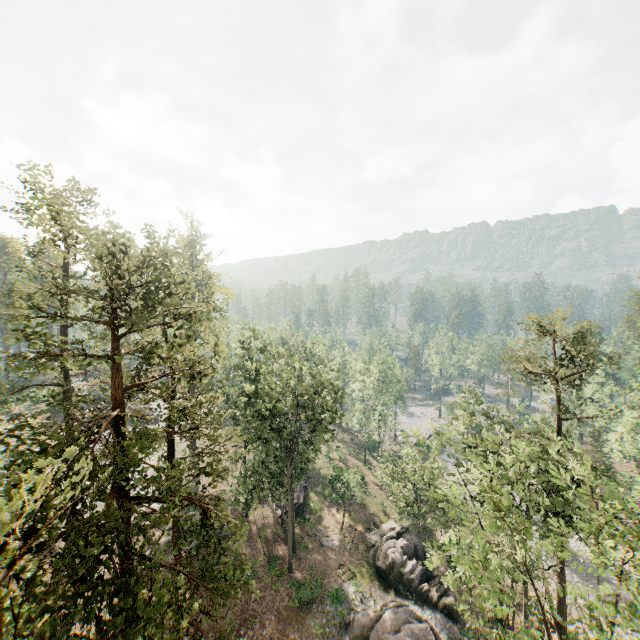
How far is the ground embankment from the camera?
36.47m

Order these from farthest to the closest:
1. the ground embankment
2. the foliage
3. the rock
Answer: the ground embankment
the rock
the foliage

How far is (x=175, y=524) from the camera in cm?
1861

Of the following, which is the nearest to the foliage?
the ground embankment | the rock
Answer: the ground embankment

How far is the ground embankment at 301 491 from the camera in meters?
36.5 m

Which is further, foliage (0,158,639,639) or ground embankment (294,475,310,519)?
ground embankment (294,475,310,519)

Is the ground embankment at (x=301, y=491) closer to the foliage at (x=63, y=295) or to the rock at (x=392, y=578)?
the foliage at (x=63, y=295)

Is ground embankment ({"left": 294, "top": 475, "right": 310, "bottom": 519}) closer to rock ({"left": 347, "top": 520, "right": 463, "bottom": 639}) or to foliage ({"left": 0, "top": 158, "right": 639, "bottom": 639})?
foliage ({"left": 0, "top": 158, "right": 639, "bottom": 639})
